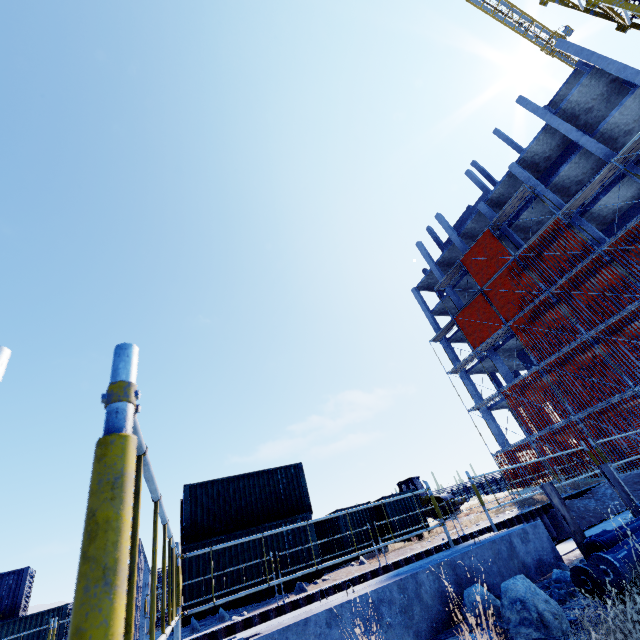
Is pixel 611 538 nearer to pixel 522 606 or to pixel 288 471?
pixel 522 606

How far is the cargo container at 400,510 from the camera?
18.25m

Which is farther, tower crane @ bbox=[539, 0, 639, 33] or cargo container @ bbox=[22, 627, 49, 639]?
cargo container @ bbox=[22, 627, 49, 639]

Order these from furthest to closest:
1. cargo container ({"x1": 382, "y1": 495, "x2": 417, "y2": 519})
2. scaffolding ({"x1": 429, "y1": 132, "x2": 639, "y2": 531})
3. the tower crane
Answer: scaffolding ({"x1": 429, "y1": 132, "x2": 639, "y2": 531}) → cargo container ({"x1": 382, "y1": 495, "x2": 417, "y2": 519}) → the tower crane

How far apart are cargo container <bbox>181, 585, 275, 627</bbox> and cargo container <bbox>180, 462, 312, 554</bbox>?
1.16m

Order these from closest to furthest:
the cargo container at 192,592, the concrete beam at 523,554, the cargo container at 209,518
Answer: the concrete beam at 523,554
the cargo container at 192,592
the cargo container at 209,518

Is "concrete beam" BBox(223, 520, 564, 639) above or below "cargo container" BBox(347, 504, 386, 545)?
below
